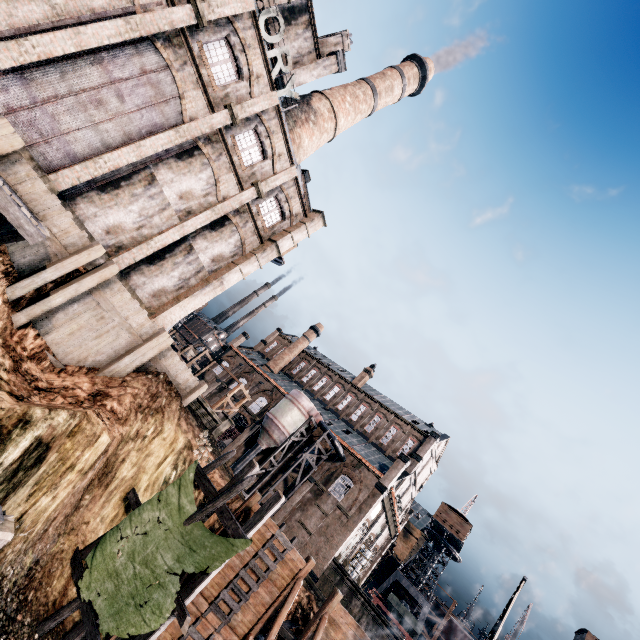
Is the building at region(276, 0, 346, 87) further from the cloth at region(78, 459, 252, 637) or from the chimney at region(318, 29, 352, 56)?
the cloth at region(78, 459, 252, 637)

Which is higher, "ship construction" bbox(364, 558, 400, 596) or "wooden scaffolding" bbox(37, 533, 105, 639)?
"ship construction" bbox(364, 558, 400, 596)

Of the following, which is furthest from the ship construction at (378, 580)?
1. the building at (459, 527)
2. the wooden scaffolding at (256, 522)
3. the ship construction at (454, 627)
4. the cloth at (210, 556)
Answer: the cloth at (210, 556)

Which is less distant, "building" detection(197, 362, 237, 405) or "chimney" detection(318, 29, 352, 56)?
"chimney" detection(318, 29, 352, 56)

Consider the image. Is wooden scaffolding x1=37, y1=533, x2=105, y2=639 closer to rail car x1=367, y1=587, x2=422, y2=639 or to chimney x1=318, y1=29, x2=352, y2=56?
chimney x1=318, y1=29, x2=352, y2=56

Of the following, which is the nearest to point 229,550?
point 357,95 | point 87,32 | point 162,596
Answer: point 162,596

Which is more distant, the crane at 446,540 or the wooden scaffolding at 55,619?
the crane at 446,540

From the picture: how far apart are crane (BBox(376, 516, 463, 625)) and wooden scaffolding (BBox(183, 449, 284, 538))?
50.2 meters
